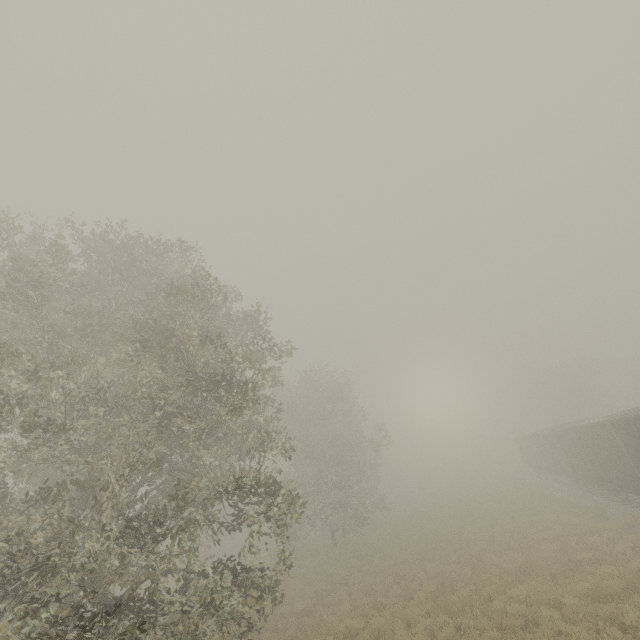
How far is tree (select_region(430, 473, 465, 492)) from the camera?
53.1m

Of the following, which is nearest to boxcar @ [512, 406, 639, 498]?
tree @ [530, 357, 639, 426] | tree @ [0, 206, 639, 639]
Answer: tree @ [530, 357, 639, 426]

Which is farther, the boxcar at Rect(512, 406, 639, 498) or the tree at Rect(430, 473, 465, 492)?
the tree at Rect(430, 473, 465, 492)

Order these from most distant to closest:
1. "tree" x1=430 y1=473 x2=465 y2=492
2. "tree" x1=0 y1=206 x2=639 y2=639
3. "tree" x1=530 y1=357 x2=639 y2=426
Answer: "tree" x1=430 y1=473 x2=465 y2=492, "tree" x1=530 y1=357 x2=639 y2=426, "tree" x1=0 y1=206 x2=639 y2=639

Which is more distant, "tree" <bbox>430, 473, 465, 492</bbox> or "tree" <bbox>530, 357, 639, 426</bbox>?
"tree" <bbox>430, 473, 465, 492</bbox>

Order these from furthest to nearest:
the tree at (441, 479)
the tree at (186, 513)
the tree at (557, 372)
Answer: the tree at (441, 479)
the tree at (557, 372)
the tree at (186, 513)

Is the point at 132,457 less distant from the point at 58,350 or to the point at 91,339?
the point at 58,350

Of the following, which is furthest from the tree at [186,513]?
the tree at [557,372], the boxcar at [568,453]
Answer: the tree at [557,372]
